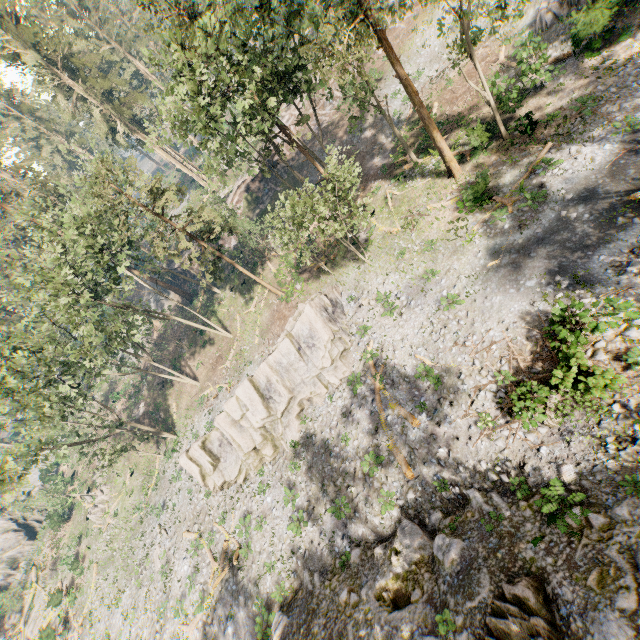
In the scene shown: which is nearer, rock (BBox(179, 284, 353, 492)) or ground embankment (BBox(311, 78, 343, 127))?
rock (BBox(179, 284, 353, 492))

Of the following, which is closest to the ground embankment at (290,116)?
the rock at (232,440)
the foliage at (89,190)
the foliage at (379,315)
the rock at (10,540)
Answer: the foliage at (89,190)

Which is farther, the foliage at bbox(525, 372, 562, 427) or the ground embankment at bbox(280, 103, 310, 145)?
the ground embankment at bbox(280, 103, 310, 145)

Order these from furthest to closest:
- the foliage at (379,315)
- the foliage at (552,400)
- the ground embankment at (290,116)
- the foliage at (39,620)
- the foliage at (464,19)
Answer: the ground embankment at (290,116)
the foliage at (39,620)
the foliage at (379,315)
the foliage at (464,19)
the foliage at (552,400)

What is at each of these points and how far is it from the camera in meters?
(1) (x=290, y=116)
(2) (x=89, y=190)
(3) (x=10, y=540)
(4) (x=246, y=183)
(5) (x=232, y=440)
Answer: (1) ground embankment, 41.2 m
(2) foliage, 27.1 m
(3) rock, 48.3 m
(4) ground embankment, 43.1 m
(5) rock, 25.5 m

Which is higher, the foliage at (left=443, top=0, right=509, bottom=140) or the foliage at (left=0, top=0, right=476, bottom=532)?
the foliage at (left=0, top=0, right=476, bottom=532)
